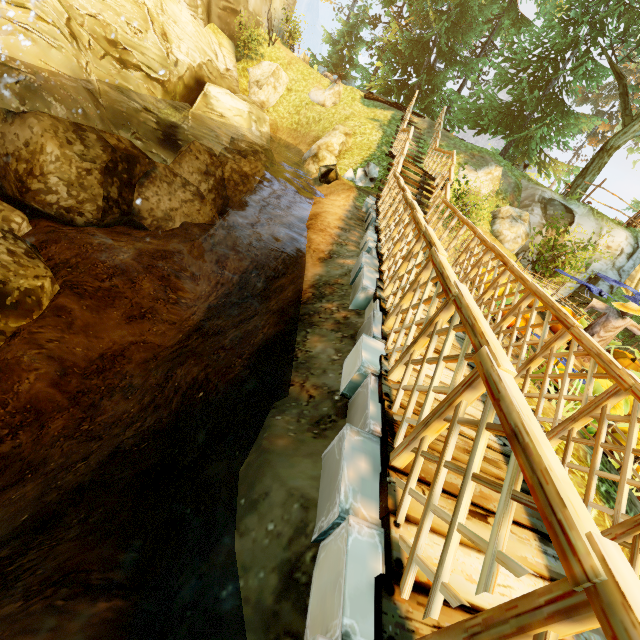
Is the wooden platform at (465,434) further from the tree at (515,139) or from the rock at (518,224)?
the tree at (515,139)

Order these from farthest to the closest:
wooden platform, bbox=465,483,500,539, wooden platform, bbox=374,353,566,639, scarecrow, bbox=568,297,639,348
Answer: scarecrow, bbox=568,297,639,348, wooden platform, bbox=465,483,500,539, wooden platform, bbox=374,353,566,639

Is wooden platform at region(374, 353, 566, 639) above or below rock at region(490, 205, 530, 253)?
below

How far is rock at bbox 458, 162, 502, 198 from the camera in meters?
13.6 m

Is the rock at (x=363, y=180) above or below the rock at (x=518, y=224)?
below

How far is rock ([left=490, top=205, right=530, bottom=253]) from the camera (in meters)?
13.34

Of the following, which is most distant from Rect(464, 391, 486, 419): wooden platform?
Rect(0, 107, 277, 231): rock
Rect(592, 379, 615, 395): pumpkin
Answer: Rect(0, 107, 277, 231): rock

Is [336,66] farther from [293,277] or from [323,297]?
[323,297]
